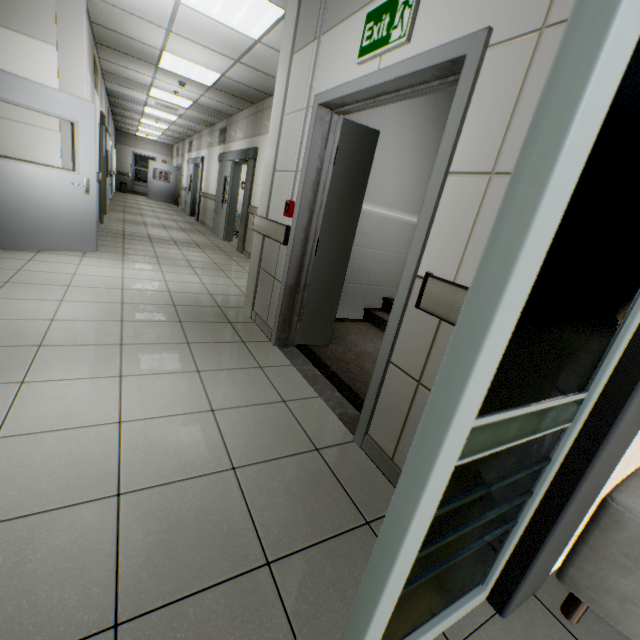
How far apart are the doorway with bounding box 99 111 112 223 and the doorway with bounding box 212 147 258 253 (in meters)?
2.70

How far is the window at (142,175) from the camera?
19.6m

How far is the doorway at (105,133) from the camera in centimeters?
701cm

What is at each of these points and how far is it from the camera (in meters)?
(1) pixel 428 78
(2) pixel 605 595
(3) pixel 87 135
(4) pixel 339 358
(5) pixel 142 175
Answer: (1) door, 1.70
(2) sofa, 1.15
(3) door, 4.39
(4) stairs, 3.20
(5) window, 19.83

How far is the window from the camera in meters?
19.6 m

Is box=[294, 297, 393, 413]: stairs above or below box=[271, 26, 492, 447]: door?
below

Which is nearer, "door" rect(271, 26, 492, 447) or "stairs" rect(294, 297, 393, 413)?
"door" rect(271, 26, 492, 447)

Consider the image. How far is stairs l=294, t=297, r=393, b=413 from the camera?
2.7 meters
